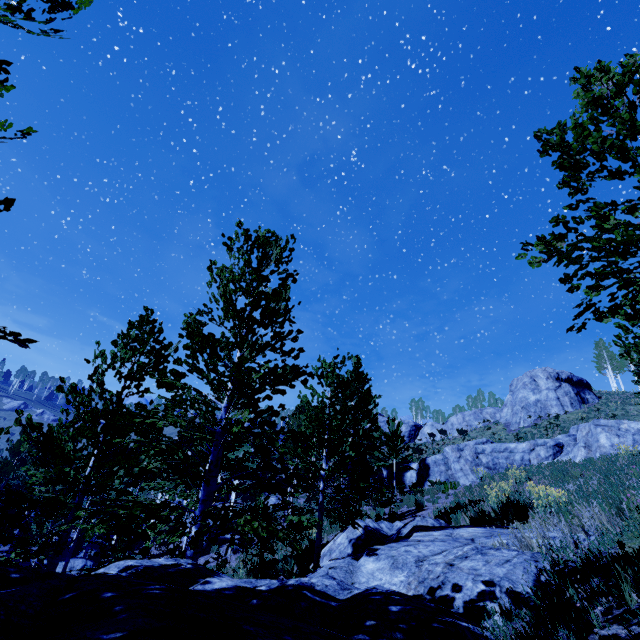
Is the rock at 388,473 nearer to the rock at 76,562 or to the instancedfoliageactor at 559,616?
the instancedfoliageactor at 559,616

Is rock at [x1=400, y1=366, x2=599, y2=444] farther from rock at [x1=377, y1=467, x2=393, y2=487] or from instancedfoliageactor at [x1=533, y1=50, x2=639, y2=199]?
rock at [x1=377, y1=467, x2=393, y2=487]

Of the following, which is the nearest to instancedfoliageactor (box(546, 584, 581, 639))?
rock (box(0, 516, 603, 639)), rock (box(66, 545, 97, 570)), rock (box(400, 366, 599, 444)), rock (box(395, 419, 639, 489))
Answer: rock (box(0, 516, 603, 639))

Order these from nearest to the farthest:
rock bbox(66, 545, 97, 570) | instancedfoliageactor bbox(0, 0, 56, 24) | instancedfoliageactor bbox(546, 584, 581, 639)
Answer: instancedfoliageactor bbox(546, 584, 581, 639)
instancedfoliageactor bbox(0, 0, 56, 24)
rock bbox(66, 545, 97, 570)

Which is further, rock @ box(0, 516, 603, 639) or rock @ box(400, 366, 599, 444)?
rock @ box(400, 366, 599, 444)

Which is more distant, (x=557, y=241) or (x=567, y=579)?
(x=557, y=241)

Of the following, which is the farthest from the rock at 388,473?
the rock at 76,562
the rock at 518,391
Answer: the rock at 76,562
